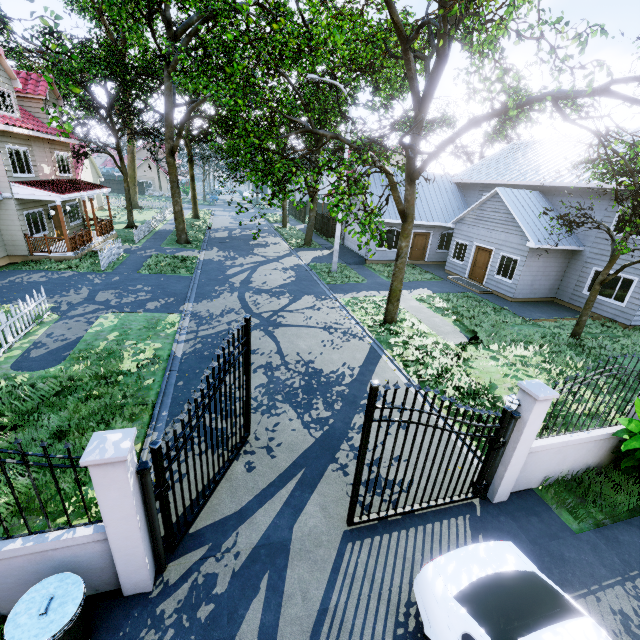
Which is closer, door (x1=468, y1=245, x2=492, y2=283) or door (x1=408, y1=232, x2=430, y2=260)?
door (x1=468, y1=245, x2=492, y2=283)

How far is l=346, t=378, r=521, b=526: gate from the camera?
4.6 meters

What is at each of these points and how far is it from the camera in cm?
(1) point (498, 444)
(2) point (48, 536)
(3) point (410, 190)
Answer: (1) gate, 557
(2) fence, 383
(3) tree, 1137

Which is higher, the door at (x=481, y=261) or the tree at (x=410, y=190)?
the tree at (x=410, y=190)

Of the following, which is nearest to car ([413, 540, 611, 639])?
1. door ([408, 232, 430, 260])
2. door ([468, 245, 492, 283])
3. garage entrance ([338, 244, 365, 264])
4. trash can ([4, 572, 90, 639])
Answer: trash can ([4, 572, 90, 639])

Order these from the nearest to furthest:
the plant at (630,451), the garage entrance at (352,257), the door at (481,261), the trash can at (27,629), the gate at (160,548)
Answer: the trash can at (27,629), the gate at (160,548), the plant at (630,451), the door at (481,261), the garage entrance at (352,257)

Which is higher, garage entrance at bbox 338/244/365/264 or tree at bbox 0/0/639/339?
tree at bbox 0/0/639/339

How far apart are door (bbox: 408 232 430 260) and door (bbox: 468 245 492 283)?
4.41m
